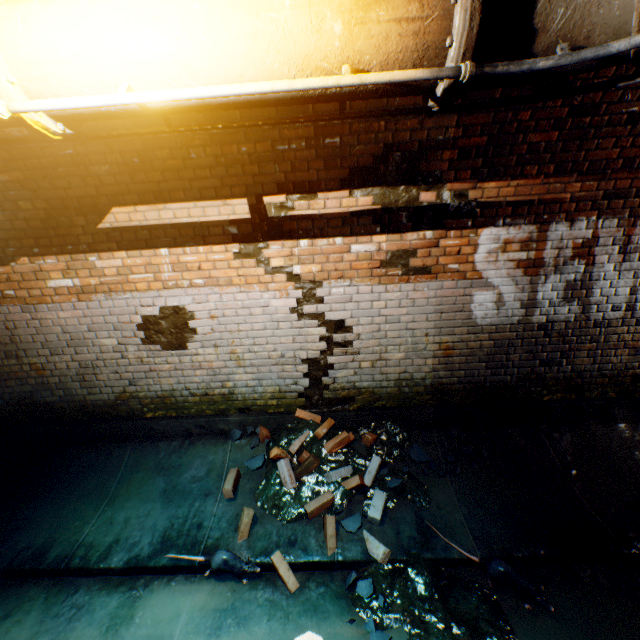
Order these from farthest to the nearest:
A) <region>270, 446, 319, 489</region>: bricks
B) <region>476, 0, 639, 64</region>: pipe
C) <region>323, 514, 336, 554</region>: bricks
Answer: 1. <region>270, 446, 319, 489</region>: bricks
2. <region>323, 514, 336, 554</region>: bricks
3. <region>476, 0, 639, 64</region>: pipe

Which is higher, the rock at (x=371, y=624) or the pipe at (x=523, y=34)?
the pipe at (x=523, y=34)

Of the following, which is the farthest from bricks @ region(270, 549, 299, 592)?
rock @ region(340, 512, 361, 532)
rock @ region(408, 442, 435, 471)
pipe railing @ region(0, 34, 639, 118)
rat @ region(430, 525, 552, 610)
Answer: pipe railing @ region(0, 34, 639, 118)

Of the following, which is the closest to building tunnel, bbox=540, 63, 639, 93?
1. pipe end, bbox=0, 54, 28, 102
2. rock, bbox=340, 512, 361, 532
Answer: rock, bbox=340, 512, 361, 532

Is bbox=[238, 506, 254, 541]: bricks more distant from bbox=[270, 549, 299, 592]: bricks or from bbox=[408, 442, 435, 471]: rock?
bbox=[408, 442, 435, 471]: rock

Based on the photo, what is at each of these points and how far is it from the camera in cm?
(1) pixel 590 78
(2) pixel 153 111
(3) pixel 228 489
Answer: (1) building tunnel, 258
(2) pipe, 161
(3) bricks, 336

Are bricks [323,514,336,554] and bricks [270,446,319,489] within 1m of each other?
yes

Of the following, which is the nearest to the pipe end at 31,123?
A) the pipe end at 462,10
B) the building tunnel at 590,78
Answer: the building tunnel at 590,78
